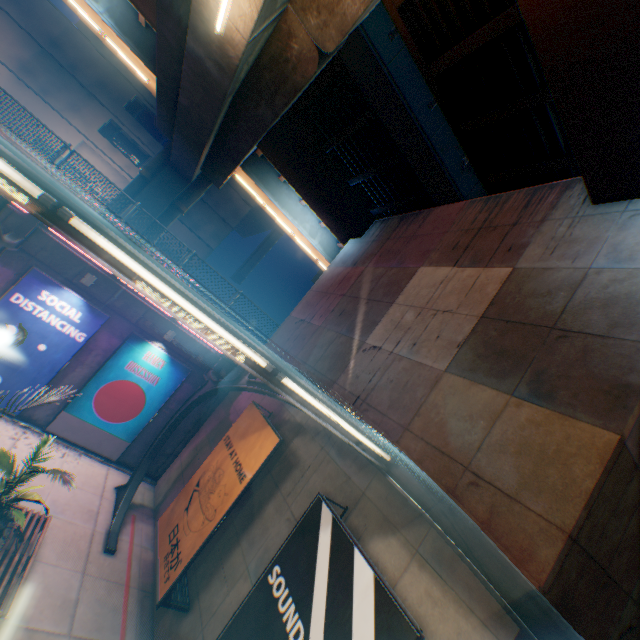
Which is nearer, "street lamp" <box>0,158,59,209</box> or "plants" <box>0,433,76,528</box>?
"street lamp" <box>0,158,59,209</box>

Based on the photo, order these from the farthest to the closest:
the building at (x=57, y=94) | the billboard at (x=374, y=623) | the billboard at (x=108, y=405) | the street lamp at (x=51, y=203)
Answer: the building at (x=57, y=94) → the billboard at (x=108, y=405) → the billboard at (x=374, y=623) → the street lamp at (x=51, y=203)

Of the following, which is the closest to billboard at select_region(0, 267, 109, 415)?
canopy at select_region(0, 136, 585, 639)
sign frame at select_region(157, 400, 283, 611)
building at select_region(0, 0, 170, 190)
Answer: canopy at select_region(0, 136, 585, 639)

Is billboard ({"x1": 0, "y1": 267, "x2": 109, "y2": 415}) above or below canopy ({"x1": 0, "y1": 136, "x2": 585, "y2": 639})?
below

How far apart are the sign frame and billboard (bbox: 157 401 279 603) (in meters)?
0.01

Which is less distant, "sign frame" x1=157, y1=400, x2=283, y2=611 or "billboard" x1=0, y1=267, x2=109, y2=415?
"sign frame" x1=157, y1=400, x2=283, y2=611

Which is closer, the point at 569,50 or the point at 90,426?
the point at 569,50

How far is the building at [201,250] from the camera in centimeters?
3102cm
